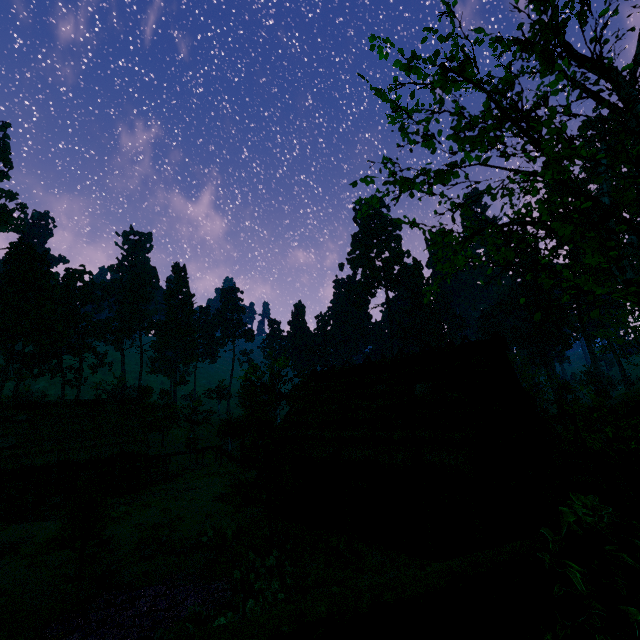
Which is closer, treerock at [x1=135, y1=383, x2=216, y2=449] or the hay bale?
the hay bale

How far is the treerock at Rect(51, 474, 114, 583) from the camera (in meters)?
13.48

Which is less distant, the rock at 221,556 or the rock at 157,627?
the rock at 157,627

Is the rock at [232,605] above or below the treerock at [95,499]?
below

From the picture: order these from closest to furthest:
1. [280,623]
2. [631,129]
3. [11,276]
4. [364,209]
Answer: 1. [280,623]
2. [631,129]
3. [364,209]
4. [11,276]

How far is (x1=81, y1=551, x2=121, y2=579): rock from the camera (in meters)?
13.90

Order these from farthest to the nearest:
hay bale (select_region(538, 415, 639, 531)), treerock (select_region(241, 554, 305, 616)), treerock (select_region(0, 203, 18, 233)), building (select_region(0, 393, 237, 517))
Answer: treerock (select_region(0, 203, 18, 233)), building (select_region(0, 393, 237, 517)), treerock (select_region(241, 554, 305, 616)), hay bale (select_region(538, 415, 639, 531))
